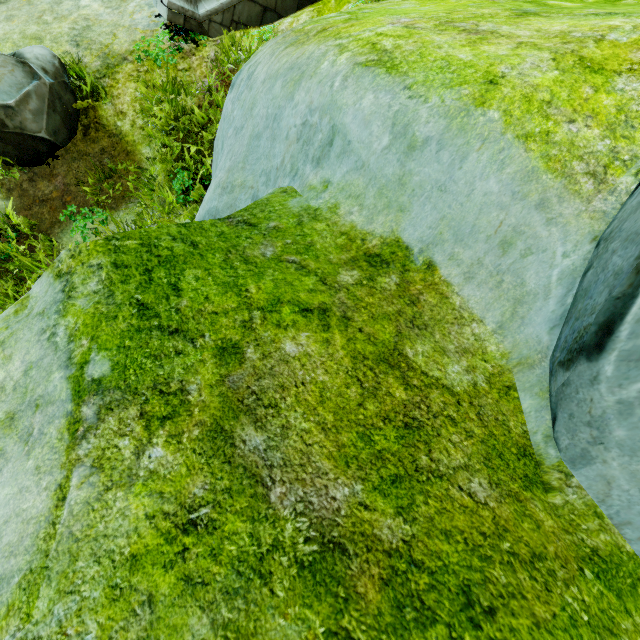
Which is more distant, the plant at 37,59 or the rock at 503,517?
the plant at 37,59

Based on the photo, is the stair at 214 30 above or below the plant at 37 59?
above

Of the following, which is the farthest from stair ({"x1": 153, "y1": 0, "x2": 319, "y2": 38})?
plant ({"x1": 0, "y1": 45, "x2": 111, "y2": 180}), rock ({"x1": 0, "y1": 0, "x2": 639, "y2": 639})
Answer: plant ({"x1": 0, "y1": 45, "x2": 111, "y2": 180})

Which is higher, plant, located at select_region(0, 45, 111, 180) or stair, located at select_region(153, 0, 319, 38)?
stair, located at select_region(153, 0, 319, 38)

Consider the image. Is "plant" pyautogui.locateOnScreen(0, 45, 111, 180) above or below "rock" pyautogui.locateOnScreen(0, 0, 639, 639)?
below

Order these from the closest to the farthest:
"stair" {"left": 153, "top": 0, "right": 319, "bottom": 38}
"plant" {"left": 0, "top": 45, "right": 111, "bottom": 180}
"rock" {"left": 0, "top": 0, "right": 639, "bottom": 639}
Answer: "rock" {"left": 0, "top": 0, "right": 639, "bottom": 639}, "plant" {"left": 0, "top": 45, "right": 111, "bottom": 180}, "stair" {"left": 153, "top": 0, "right": 319, "bottom": 38}

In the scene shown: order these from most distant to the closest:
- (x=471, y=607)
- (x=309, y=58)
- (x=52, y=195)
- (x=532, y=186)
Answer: (x=52, y=195), (x=309, y=58), (x=532, y=186), (x=471, y=607)

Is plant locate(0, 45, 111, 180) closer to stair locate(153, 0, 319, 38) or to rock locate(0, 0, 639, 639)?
stair locate(153, 0, 319, 38)
